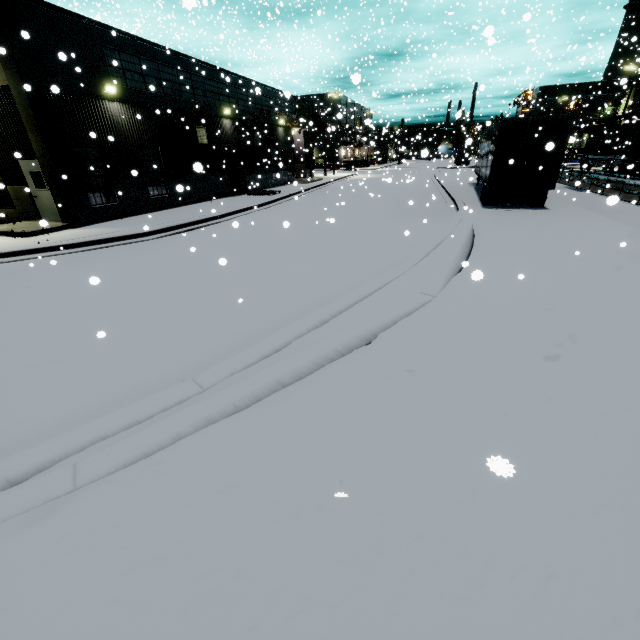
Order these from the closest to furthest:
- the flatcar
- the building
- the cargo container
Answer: the building
the cargo container
the flatcar

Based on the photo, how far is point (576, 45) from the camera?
36.19m

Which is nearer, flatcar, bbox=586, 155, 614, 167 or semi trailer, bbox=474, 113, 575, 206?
semi trailer, bbox=474, 113, 575, 206

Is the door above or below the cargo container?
below

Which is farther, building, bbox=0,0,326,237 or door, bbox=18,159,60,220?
door, bbox=18,159,60,220

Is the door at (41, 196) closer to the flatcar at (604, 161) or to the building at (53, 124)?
the building at (53, 124)

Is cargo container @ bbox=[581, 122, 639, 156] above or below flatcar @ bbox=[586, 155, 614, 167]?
above

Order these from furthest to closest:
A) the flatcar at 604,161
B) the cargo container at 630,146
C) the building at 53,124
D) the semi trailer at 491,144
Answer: the flatcar at 604,161, the cargo container at 630,146, the semi trailer at 491,144, the building at 53,124
